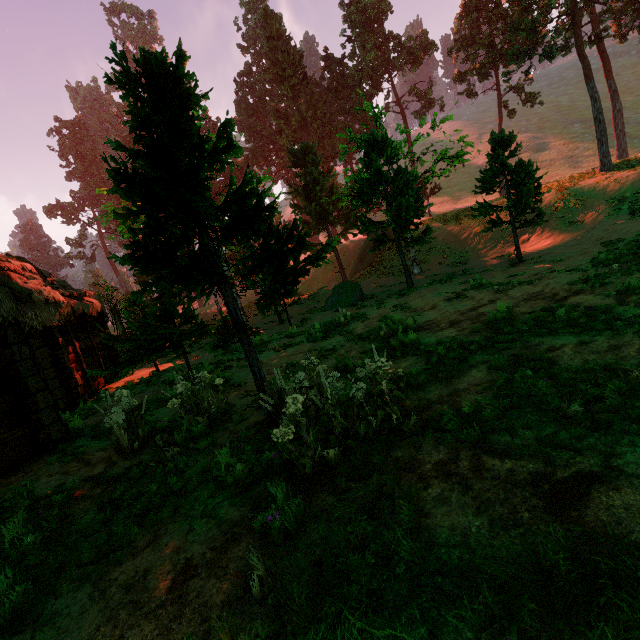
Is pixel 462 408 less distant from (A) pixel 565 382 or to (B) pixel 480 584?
(A) pixel 565 382

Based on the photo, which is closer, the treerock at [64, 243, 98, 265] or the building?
the building

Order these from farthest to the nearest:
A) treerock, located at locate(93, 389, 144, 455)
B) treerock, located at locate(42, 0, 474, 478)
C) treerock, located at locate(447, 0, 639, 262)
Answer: treerock, located at locate(447, 0, 639, 262), treerock, located at locate(93, 389, 144, 455), treerock, located at locate(42, 0, 474, 478)

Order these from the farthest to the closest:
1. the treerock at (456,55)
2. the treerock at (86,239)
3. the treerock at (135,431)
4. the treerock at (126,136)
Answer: the treerock at (86,239)
the treerock at (456,55)
the treerock at (135,431)
the treerock at (126,136)

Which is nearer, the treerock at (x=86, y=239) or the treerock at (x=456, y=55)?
the treerock at (x=456, y=55)

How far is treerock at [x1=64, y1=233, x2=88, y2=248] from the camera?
55.5 meters

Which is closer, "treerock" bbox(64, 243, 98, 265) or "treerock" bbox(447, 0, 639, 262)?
"treerock" bbox(447, 0, 639, 262)
